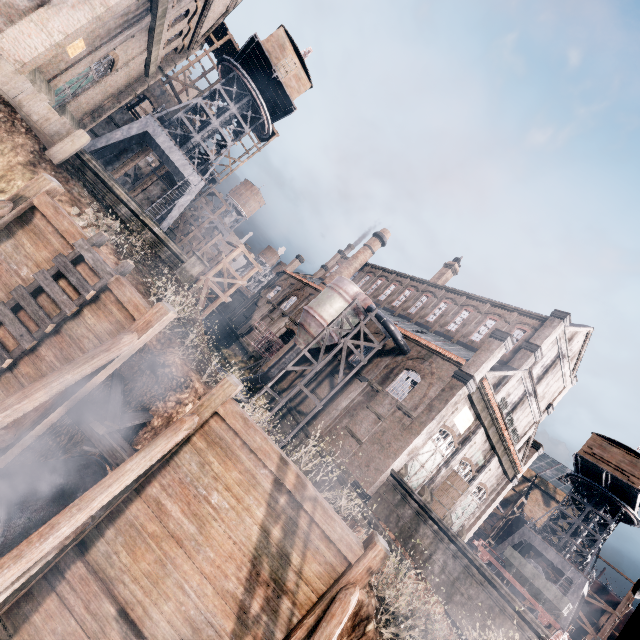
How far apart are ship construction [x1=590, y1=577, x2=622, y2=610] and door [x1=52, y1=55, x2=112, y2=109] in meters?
65.5 m

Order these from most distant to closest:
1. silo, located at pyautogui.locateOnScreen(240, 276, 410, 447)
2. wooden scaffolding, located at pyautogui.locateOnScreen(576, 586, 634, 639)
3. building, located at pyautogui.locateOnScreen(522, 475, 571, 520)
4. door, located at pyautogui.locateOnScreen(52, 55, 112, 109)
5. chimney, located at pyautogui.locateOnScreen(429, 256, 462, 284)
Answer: building, located at pyautogui.locateOnScreen(522, 475, 571, 520) → chimney, located at pyautogui.locateOnScreen(429, 256, 462, 284) → wooden scaffolding, located at pyautogui.locateOnScreen(576, 586, 634, 639) → silo, located at pyautogui.locateOnScreen(240, 276, 410, 447) → door, located at pyautogui.locateOnScreen(52, 55, 112, 109)

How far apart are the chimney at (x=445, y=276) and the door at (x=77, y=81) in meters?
36.7

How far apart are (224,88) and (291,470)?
44.02m

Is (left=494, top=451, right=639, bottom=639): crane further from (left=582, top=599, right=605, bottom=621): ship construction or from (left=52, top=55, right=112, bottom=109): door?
(left=52, top=55, right=112, bottom=109): door

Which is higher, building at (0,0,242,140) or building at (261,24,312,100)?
building at (261,24,312,100)

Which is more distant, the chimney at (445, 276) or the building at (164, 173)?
the building at (164, 173)

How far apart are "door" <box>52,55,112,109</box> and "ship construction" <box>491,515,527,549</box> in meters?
65.1 m
